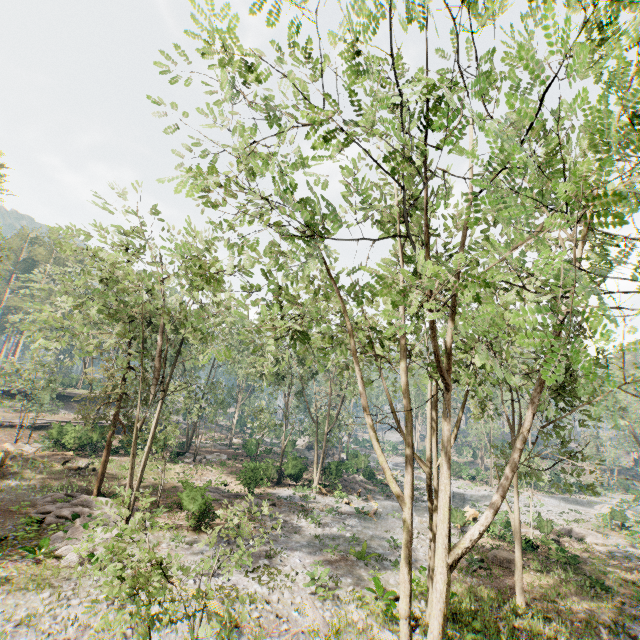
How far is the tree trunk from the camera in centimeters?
2545cm

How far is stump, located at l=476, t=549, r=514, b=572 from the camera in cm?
2042

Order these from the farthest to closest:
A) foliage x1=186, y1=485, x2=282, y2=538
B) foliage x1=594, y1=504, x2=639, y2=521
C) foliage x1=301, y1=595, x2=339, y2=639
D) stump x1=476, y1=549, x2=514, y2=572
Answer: foliage x1=594, y1=504, x2=639, y2=521 → stump x1=476, y1=549, x2=514, y2=572 → foliage x1=301, y1=595, x2=339, y2=639 → foliage x1=186, y1=485, x2=282, y2=538

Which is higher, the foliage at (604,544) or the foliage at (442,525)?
the foliage at (442,525)

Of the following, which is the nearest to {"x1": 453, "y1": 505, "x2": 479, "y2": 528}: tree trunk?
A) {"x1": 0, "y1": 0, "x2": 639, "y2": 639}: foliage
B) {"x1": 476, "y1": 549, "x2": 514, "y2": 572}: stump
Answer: {"x1": 476, "y1": 549, "x2": 514, "y2": 572}: stump

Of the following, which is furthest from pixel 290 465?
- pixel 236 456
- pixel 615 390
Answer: pixel 615 390

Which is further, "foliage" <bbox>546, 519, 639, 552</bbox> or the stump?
"foliage" <bbox>546, 519, 639, 552</bbox>
